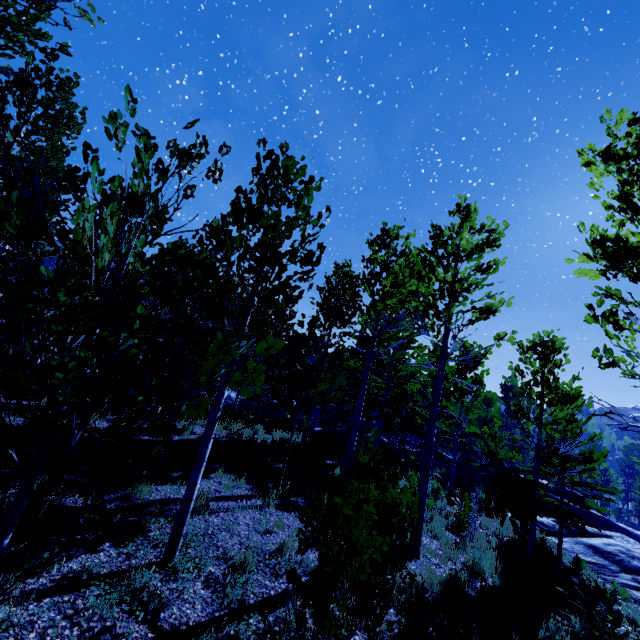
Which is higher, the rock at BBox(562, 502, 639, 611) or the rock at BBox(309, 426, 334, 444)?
the rock at BBox(309, 426, 334, 444)

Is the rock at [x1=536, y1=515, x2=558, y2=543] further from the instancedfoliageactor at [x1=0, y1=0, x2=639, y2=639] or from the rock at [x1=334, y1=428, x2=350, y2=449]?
the rock at [x1=334, y1=428, x2=350, y2=449]

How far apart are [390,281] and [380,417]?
8.1 meters

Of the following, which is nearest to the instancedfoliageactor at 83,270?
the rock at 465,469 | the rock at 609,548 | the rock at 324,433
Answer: the rock at 324,433

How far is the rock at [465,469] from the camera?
24.34m

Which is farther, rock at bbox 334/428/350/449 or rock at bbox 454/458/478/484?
rock at bbox 454/458/478/484

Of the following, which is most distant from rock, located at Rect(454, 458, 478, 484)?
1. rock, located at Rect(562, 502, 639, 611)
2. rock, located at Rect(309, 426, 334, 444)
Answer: rock, located at Rect(309, 426, 334, 444)

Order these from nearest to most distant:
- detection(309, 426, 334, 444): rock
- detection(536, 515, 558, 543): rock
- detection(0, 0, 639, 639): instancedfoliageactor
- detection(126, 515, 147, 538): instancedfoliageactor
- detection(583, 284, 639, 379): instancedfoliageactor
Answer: detection(0, 0, 639, 639): instancedfoliageactor, detection(583, 284, 639, 379): instancedfoliageactor, detection(126, 515, 147, 538): instancedfoliageactor, detection(536, 515, 558, 543): rock, detection(309, 426, 334, 444): rock
